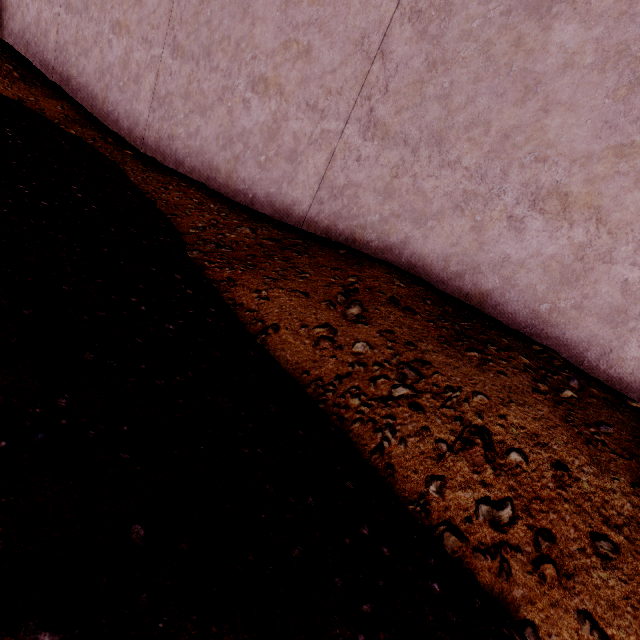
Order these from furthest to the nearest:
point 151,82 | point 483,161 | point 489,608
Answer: point 151,82 < point 483,161 < point 489,608
